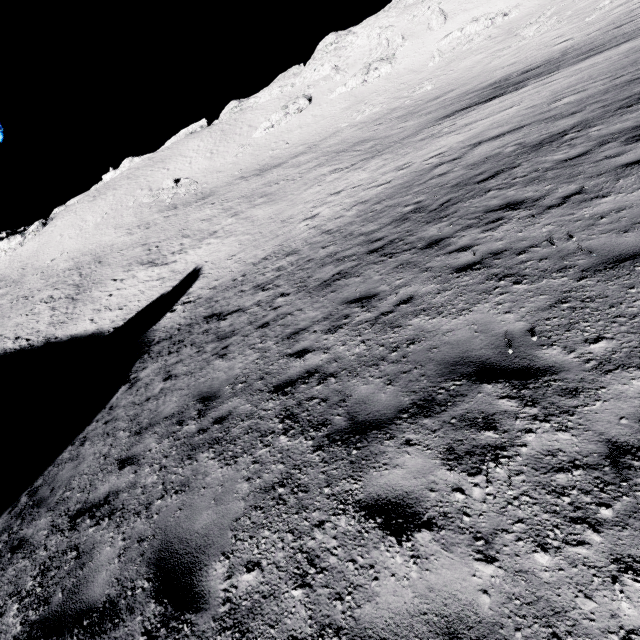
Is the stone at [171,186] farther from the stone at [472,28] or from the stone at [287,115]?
the stone at [472,28]

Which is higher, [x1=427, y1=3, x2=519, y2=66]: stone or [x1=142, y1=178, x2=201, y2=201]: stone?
[x1=427, y1=3, x2=519, y2=66]: stone

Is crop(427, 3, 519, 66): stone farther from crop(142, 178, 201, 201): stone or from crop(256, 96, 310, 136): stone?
crop(142, 178, 201, 201): stone

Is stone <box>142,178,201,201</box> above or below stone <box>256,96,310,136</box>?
below

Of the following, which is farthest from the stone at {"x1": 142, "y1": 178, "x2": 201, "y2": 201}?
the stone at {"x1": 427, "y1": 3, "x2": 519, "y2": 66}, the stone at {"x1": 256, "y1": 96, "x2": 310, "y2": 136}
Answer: the stone at {"x1": 427, "y1": 3, "x2": 519, "y2": 66}

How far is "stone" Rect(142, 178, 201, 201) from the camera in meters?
54.6

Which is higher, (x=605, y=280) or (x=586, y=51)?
(x=586, y=51)
